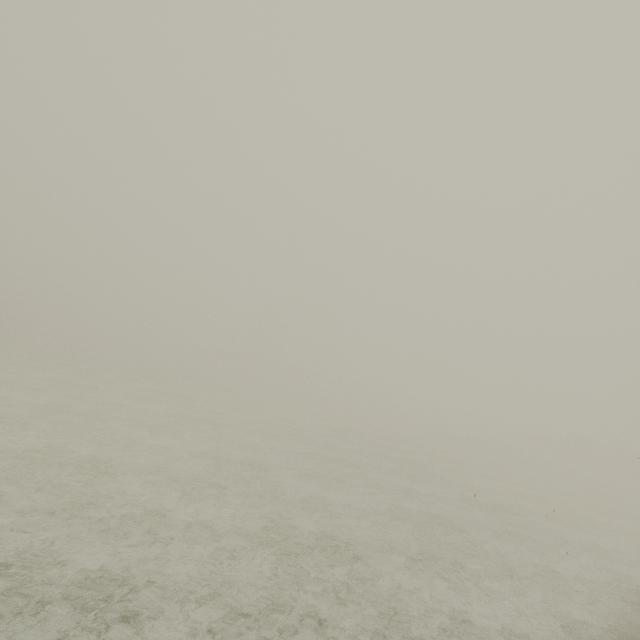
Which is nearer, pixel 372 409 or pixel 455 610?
pixel 455 610
